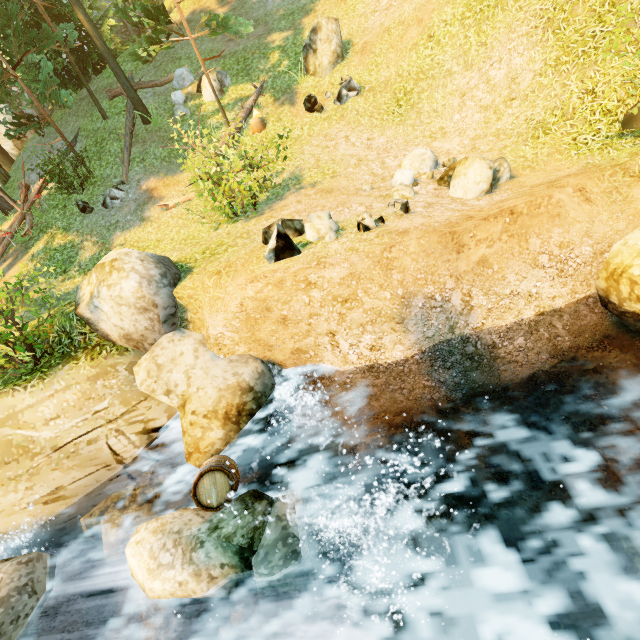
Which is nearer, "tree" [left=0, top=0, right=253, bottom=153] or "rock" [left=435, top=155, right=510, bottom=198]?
"rock" [left=435, top=155, right=510, bottom=198]

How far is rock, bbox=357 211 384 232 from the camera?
5.82m

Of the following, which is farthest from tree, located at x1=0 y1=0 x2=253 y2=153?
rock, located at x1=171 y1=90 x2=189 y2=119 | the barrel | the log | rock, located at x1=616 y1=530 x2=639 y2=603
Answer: rock, located at x1=616 y1=530 x2=639 y2=603

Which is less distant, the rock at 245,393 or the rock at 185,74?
the rock at 245,393

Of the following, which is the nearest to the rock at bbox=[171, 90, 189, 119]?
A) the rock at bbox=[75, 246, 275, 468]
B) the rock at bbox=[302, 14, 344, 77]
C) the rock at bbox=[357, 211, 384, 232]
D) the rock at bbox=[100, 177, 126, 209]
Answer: the rock at bbox=[100, 177, 126, 209]

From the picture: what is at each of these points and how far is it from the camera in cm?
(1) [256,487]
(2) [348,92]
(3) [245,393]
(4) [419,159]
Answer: (1) rock, 530
(2) rock, 1134
(3) rock, 616
(4) rock, 891

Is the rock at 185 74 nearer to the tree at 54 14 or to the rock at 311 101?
the tree at 54 14

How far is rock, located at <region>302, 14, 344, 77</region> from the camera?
11.66m
